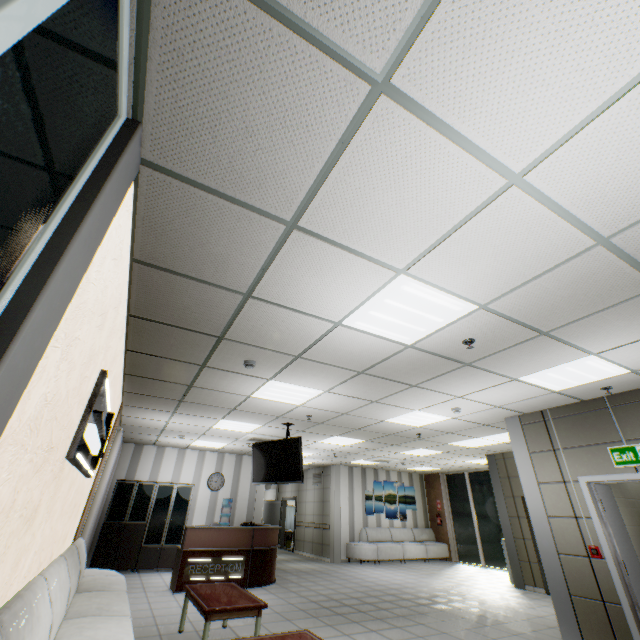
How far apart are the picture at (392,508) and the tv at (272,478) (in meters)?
8.08

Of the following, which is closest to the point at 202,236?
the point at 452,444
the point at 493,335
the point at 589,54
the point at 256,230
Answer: the point at 256,230

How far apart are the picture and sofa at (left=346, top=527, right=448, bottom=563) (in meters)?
0.26

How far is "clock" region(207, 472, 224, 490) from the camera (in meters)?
10.83

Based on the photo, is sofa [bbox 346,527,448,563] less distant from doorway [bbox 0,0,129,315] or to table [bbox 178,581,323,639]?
table [bbox 178,581,323,639]

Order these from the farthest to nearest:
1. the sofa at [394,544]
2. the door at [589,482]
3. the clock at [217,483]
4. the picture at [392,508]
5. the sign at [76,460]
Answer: the picture at [392,508] < the sofa at [394,544] < the clock at [217,483] < the door at [589,482] < the sign at [76,460]

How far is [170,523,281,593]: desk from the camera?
7.12m

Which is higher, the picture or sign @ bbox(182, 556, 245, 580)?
the picture
